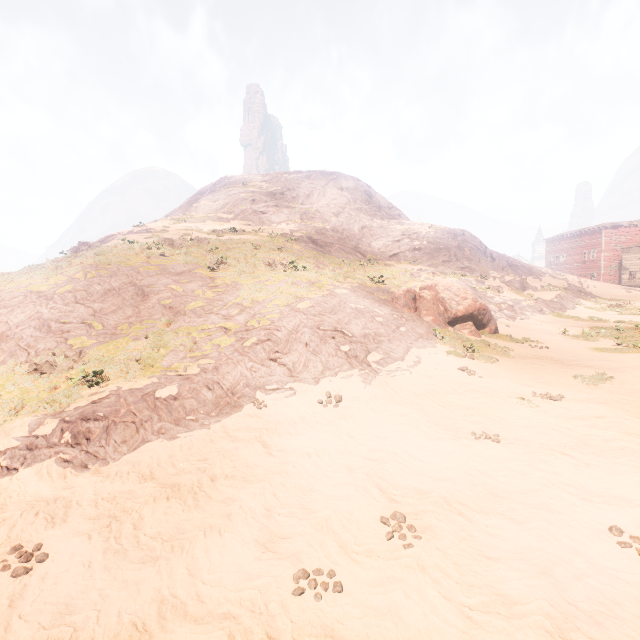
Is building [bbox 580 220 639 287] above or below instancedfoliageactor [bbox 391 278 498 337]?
above

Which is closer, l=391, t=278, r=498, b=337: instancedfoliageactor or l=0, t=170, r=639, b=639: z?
l=0, t=170, r=639, b=639: z

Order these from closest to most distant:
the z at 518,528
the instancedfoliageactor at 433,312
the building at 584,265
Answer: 1. the z at 518,528
2. the instancedfoliageactor at 433,312
3. the building at 584,265

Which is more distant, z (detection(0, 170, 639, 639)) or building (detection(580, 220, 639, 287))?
building (detection(580, 220, 639, 287))

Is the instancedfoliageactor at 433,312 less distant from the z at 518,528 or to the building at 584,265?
the z at 518,528

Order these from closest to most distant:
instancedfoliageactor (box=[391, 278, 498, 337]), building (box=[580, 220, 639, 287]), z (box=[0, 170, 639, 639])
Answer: z (box=[0, 170, 639, 639])
instancedfoliageactor (box=[391, 278, 498, 337])
building (box=[580, 220, 639, 287])

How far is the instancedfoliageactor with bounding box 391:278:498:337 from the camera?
15.6 meters

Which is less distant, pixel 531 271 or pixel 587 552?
pixel 587 552
